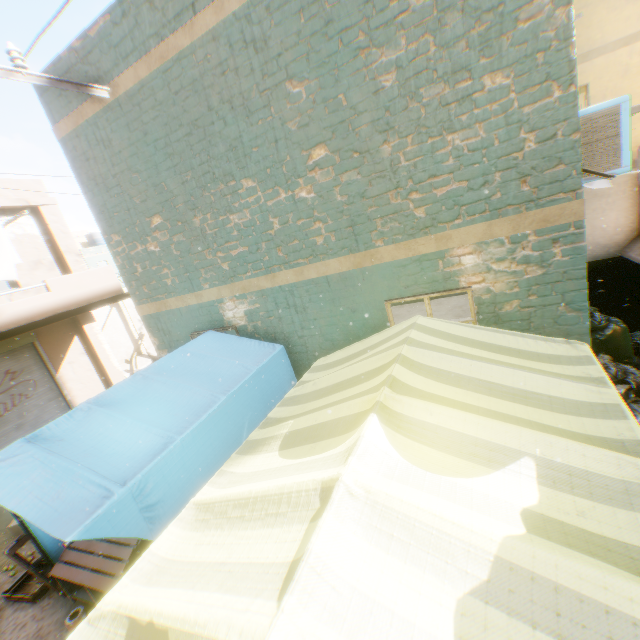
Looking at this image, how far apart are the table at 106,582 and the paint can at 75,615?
0.1 meters

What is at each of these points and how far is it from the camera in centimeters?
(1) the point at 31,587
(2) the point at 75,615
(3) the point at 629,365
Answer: (1) wooden box, 480cm
(2) paint can, 417cm
(3) trash bag, 441cm

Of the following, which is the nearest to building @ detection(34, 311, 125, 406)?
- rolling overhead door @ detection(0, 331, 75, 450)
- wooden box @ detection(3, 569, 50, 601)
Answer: rolling overhead door @ detection(0, 331, 75, 450)

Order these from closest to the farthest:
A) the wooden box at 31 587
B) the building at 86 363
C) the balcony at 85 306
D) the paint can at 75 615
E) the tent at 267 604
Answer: the tent at 267 604 < the paint can at 75 615 < the wooden box at 31 587 < the balcony at 85 306 < the building at 86 363

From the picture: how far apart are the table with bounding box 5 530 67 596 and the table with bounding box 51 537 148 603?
0.2 meters

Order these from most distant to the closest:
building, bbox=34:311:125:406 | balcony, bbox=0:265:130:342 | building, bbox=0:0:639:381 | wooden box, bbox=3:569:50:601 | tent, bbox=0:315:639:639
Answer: building, bbox=34:311:125:406
balcony, bbox=0:265:130:342
wooden box, bbox=3:569:50:601
building, bbox=0:0:639:381
tent, bbox=0:315:639:639

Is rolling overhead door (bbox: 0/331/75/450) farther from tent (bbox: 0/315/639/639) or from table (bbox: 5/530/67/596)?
table (bbox: 5/530/67/596)

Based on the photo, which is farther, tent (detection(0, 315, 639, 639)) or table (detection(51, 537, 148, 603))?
table (detection(51, 537, 148, 603))
